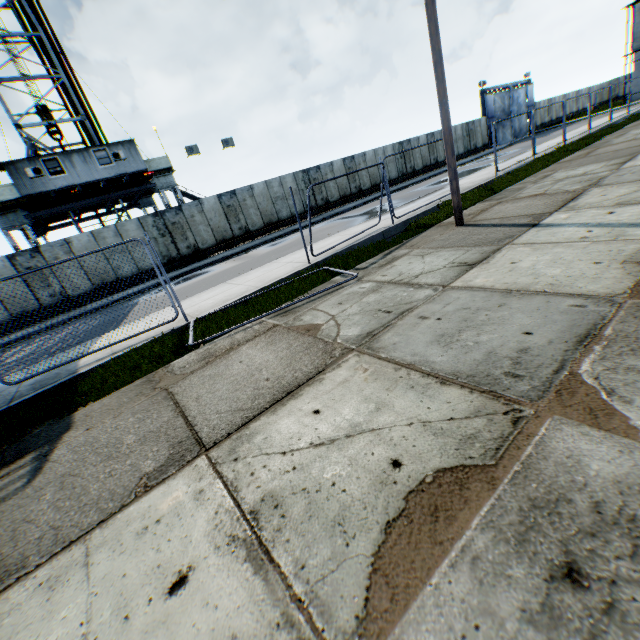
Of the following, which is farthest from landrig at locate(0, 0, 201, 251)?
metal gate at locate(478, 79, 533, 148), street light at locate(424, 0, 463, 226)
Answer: metal gate at locate(478, 79, 533, 148)

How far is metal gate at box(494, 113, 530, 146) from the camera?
37.8 meters

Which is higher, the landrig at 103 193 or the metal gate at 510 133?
the landrig at 103 193

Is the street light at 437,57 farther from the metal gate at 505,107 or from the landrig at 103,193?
the metal gate at 505,107

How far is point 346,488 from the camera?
2.25m

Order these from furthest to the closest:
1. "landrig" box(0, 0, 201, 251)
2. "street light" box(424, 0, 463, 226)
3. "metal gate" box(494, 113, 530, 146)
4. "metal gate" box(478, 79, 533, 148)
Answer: "metal gate" box(494, 113, 530, 146) < "metal gate" box(478, 79, 533, 148) < "landrig" box(0, 0, 201, 251) < "street light" box(424, 0, 463, 226)
